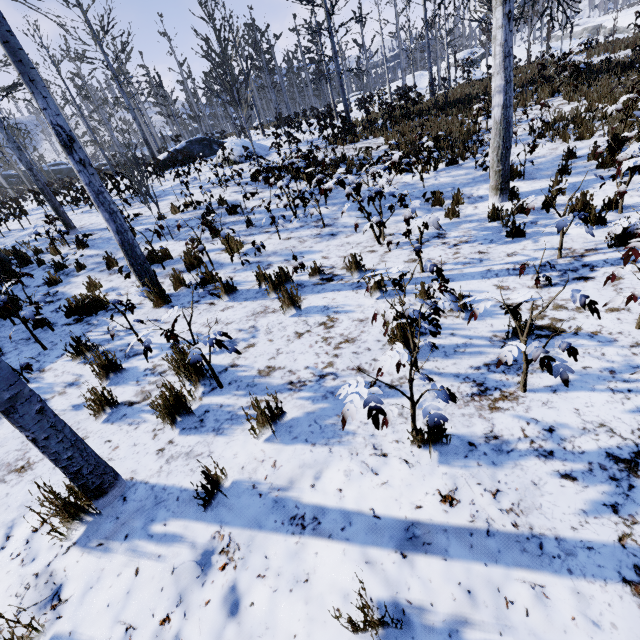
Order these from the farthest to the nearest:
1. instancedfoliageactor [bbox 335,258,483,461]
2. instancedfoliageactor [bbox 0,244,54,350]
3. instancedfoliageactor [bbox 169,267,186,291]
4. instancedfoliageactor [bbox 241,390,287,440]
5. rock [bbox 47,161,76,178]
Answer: rock [bbox 47,161,76,178], instancedfoliageactor [bbox 169,267,186,291], instancedfoliageactor [bbox 0,244,54,350], instancedfoliageactor [bbox 241,390,287,440], instancedfoliageactor [bbox 335,258,483,461]

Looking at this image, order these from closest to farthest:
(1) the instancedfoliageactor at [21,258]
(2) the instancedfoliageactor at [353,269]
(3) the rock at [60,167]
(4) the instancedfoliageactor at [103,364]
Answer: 1. (2) the instancedfoliageactor at [353,269]
2. (4) the instancedfoliageactor at [103,364]
3. (1) the instancedfoliageactor at [21,258]
4. (3) the rock at [60,167]

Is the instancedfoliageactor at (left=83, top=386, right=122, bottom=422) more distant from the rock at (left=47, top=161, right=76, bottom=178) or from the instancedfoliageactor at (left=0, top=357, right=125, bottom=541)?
the rock at (left=47, top=161, right=76, bottom=178)

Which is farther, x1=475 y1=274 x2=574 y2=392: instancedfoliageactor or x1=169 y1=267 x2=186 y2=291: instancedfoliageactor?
x1=169 y1=267 x2=186 y2=291: instancedfoliageactor

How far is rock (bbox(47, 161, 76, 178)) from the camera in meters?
44.5 m

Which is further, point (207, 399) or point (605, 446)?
point (207, 399)

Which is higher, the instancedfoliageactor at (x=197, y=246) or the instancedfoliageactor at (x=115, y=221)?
A: the instancedfoliageactor at (x=115, y=221)
